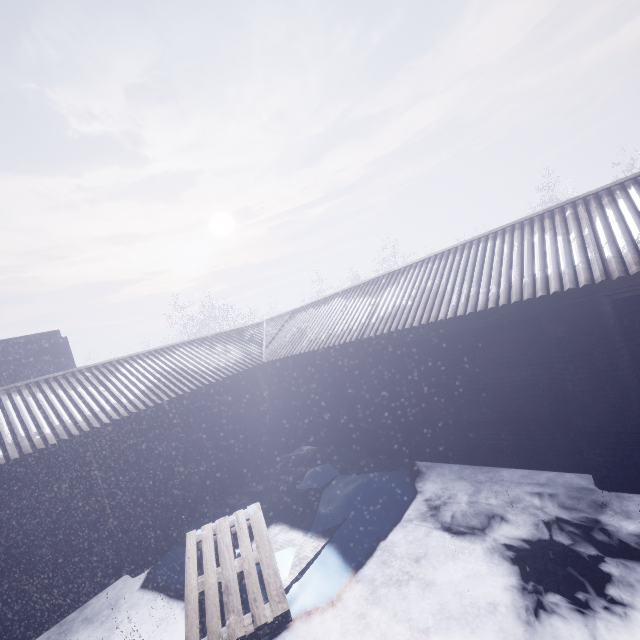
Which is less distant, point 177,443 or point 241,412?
point 177,443
